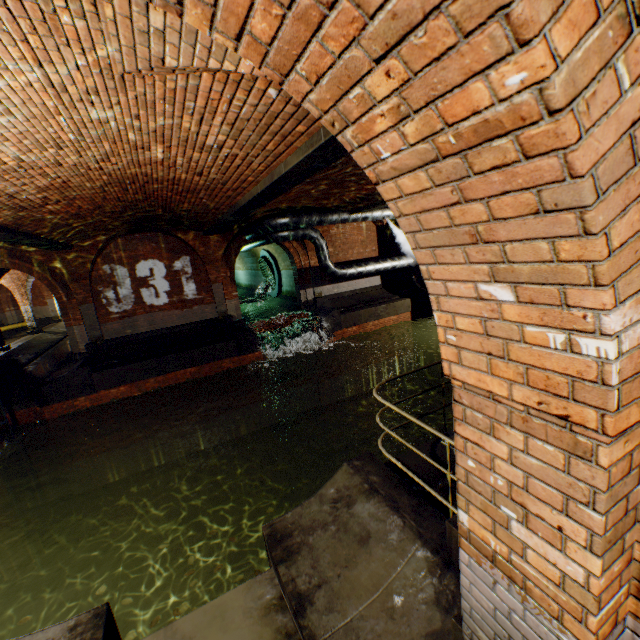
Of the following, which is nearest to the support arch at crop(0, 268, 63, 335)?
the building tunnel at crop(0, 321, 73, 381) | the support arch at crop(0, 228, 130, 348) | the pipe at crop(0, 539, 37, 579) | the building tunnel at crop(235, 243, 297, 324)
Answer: the building tunnel at crop(0, 321, 73, 381)

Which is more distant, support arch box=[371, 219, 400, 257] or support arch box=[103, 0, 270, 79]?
support arch box=[371, 219, 400, 257]

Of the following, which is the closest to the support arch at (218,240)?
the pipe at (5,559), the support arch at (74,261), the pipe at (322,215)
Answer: the pipe at (322,215)

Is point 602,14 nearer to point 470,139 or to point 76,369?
point 470,139

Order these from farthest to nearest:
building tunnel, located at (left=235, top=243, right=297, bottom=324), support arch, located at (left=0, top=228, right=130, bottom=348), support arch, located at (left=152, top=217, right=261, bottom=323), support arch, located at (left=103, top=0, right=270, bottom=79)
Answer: building tunnel, located at (left=235, top=243, right=297, bottom=324), support arch, located at (left=152, top=217, right=261, bottom=323), support arch, located at (left=0, top=228, right=130, bottom=348), support arch, located at (left=103, top=0, right=270, bottom=79)

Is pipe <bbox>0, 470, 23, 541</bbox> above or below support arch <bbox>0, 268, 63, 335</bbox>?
below

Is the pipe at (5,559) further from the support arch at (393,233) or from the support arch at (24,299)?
the support arch at (393,233)

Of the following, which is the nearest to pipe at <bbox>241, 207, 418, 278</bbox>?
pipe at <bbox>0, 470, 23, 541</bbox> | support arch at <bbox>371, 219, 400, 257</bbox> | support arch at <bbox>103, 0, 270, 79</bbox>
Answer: support arch at <bbox>103, 0, 270, 79</bbox>
